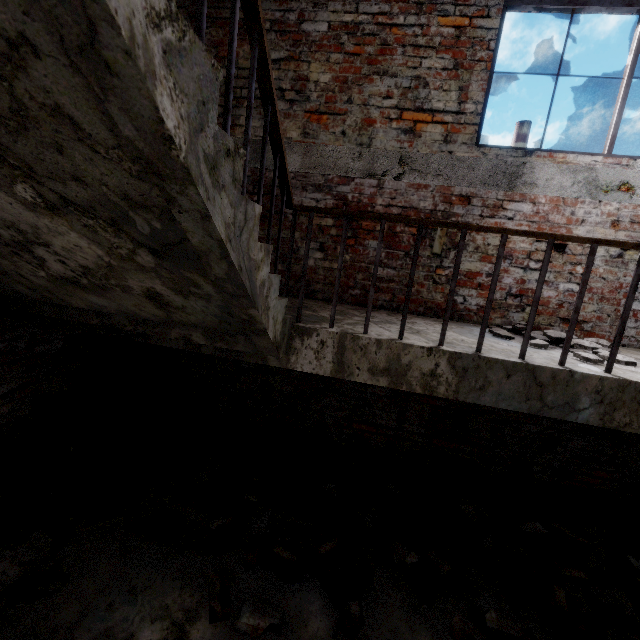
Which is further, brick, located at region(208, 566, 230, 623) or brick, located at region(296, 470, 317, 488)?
brick, located at region(296, 470, 317, 488)

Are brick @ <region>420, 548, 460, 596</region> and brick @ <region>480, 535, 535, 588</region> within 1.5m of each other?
yes

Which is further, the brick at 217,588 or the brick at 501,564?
the brick at 501,564

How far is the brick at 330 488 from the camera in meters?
→ 3.0

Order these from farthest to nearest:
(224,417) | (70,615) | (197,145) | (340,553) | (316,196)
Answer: (224,417)
(316,196)
(340,553)
(70,615)
(197,145)

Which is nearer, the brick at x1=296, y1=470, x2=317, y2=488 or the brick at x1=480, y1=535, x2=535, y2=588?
the brick at x1=480, y1=535, x2=535, y2=588

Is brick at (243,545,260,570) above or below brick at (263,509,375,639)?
below

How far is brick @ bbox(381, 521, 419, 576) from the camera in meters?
2.5 m
